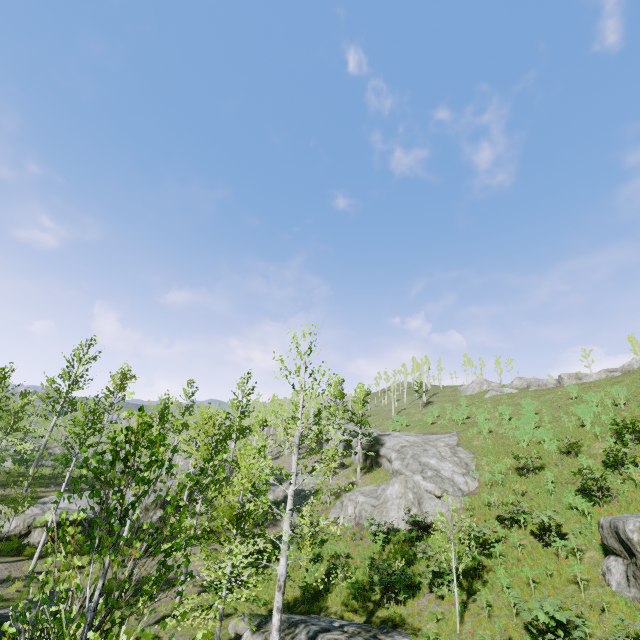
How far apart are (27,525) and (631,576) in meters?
28.1

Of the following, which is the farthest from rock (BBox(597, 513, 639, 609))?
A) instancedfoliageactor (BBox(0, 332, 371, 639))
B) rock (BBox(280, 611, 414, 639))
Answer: instancedfoliageactor (BBox(0, 332, 371, 639))

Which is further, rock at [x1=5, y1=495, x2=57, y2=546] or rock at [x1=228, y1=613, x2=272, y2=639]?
rock at [x1=5, y1=495, x2=57, y2=546]

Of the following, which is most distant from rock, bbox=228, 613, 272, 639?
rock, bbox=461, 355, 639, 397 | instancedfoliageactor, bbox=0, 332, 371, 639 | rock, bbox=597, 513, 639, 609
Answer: rock, bbox=461, 355, 639, 397

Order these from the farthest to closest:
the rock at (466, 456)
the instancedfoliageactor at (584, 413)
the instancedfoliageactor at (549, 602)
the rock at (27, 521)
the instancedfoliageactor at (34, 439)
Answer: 1. the instancedfoliageactor at (584, 413)
2. the rock at (466, 456)
3. the rock at (27, 521)
4. the instancedfoliageactor at (549, 602)
5. the instancedfoliageactor at (34, 439)

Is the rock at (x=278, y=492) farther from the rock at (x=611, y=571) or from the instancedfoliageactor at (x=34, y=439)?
the rock at (x=611, y=571)

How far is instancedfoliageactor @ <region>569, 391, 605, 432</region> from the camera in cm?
2394

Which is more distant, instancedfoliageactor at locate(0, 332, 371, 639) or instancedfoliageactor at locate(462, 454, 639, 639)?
instancedfoliageactor at locate(462, 454, 639, 639)
